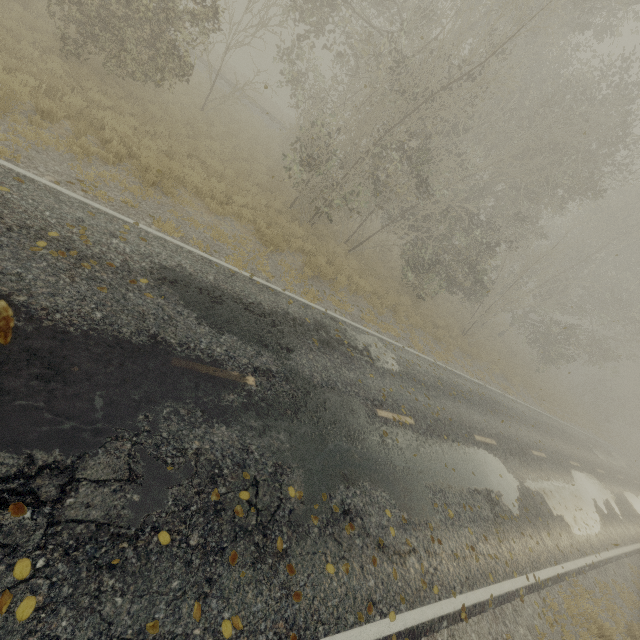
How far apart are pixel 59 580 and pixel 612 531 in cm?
1935

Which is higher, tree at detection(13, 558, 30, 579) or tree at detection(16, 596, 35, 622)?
tree at detection(13, 558, 30, 579)

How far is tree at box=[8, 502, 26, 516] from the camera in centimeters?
291cm

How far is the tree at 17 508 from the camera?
2.9 meters
